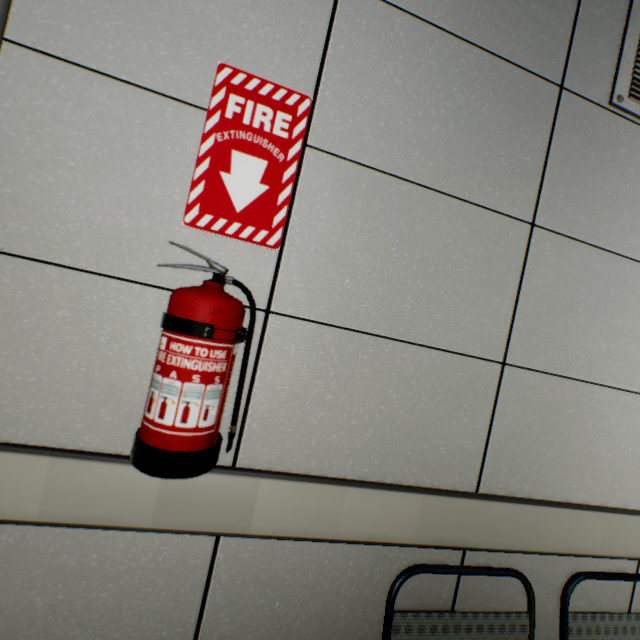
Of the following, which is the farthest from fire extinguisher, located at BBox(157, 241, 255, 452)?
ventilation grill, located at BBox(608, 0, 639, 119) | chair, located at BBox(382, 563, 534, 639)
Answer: ventilation grill, located at BBox(608, 0, 639, 119)

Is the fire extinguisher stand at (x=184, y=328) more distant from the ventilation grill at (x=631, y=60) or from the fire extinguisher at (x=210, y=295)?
the ventilation grill at (x=631, y=60)

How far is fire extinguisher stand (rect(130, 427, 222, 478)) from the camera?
0.7 meters

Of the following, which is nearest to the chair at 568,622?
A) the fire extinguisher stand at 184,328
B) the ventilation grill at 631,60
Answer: the fire extinguisher stand at 184,328

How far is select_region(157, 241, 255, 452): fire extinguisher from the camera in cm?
68

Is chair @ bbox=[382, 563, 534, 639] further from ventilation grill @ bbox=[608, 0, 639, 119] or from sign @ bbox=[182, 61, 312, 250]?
ventilation grill @ bbox=[608, 0, 639, 119]

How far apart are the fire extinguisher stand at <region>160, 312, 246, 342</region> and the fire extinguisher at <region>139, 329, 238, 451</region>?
0.0 meters

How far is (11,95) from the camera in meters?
0.8
